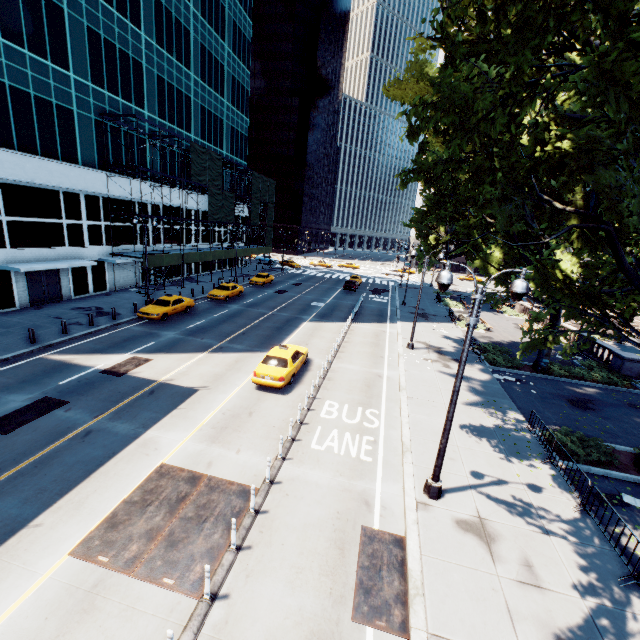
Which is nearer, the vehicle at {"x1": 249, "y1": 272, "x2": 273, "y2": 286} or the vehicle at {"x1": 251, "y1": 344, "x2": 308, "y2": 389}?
the vehicle at {"x1": 251, "y1": 344, "x2": 308, "y2": 389}

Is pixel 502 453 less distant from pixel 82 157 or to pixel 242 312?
pixel 242 312

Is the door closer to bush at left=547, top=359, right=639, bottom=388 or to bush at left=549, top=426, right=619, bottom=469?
bush at left=549, top=426, right=619, bottom=469

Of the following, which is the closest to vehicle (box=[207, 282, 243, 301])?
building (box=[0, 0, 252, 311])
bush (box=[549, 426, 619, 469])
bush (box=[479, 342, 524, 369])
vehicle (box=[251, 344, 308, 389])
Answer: building (box=[0, 0, 252, 311])

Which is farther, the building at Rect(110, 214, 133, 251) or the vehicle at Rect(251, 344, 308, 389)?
the building at Rect(110, 214, 133, 251)

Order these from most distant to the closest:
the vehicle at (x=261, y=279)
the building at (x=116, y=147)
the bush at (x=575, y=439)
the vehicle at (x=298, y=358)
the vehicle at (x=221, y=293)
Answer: the vehicle at (x=261, y=279)
the vehicle at (x=221, y=293)
the building at (x=116, y=147)
the vehicle at (x=298, y=358)
the bush at (x=575, y=439)

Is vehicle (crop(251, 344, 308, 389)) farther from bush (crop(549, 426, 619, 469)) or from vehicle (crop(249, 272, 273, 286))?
vehicle (crop(249, 272, 273, 286))

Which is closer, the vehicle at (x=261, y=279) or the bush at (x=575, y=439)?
the bush at (x=575, y=439)
